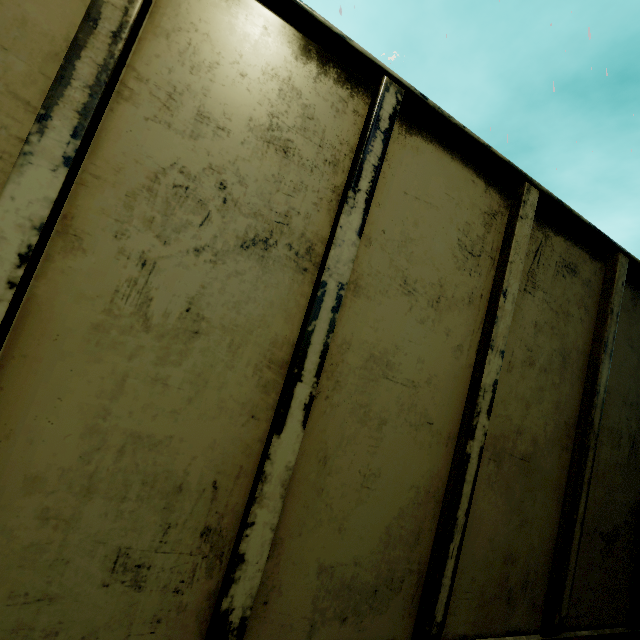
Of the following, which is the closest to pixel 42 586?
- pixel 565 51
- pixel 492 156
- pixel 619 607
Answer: pixel 492 156
